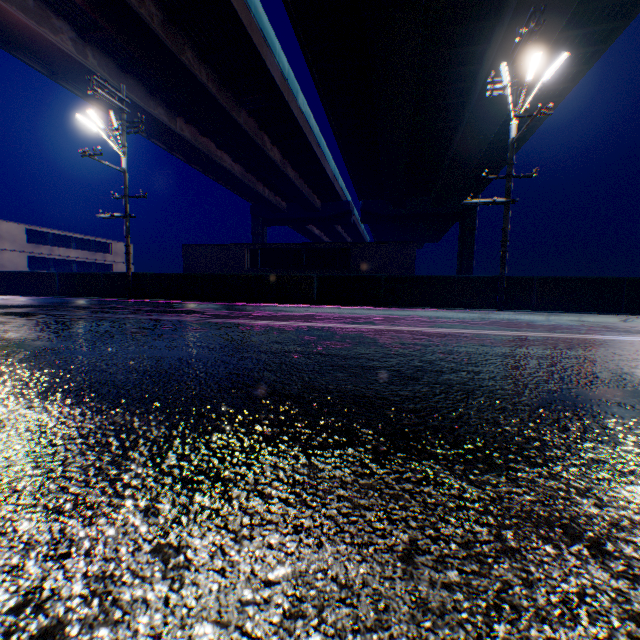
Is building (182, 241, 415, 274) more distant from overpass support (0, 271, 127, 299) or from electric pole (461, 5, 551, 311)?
electric pole (461, 5, 551, 311)

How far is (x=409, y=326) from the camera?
6.0 meters

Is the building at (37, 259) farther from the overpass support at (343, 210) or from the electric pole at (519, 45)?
the electric pole at (519, 45)

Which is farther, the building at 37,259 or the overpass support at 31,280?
the building at 37,259

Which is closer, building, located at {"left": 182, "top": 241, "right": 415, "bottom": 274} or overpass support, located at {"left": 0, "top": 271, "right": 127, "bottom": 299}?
overpass support, located at {"left": 0, "top": 271, "right": 127, "bottom": 299}

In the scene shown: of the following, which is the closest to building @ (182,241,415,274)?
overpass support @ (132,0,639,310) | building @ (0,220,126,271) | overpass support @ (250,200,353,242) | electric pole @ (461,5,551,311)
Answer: building @ (0,220,126,271)

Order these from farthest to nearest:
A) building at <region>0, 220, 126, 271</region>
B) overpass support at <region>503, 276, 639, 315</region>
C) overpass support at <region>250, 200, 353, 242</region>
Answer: overpass support at <region>250, 200, 353, 242</region>
building at <region>0, 220, 126, 271</region>
overpass support at <region>503, 276, 639, 315</region>

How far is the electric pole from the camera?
9.7m
